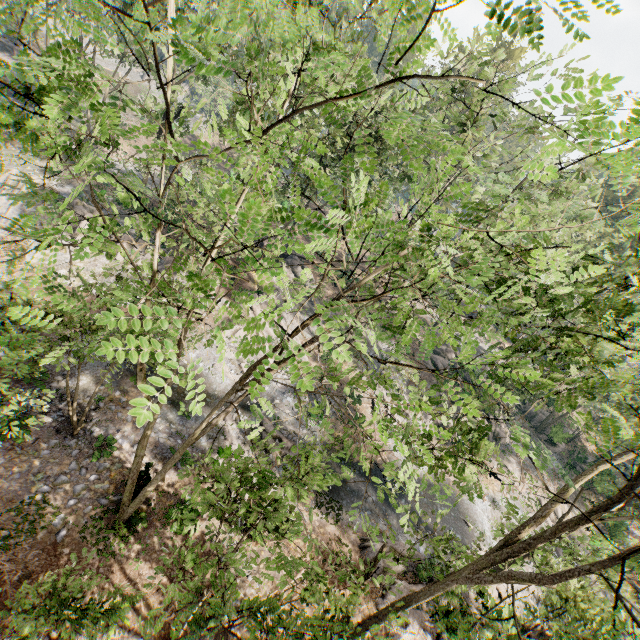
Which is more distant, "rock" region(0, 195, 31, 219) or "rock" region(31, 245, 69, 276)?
"rock" region(0, 195, 31, 219)

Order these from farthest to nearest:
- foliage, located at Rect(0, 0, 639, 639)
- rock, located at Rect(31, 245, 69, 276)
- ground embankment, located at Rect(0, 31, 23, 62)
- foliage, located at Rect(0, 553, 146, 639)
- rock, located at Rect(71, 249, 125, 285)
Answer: ground embankment, located at Rect(0, 31, 23, 62), rock, located at Rect(71, 249, 125, 285), rock, located at Rect(31, 245, 69, 276), foliage, located at Rect(0, 553, 146, 639), foliage, located at Rect(0, 0, 639, 639)

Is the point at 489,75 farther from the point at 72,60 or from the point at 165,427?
the point at 165,427

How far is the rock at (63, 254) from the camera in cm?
2258

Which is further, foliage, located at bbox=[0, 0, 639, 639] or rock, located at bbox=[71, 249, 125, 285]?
rock, located at bbox=[71, 249, 125, 285]

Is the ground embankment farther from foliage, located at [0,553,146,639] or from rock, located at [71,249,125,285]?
rock, located at [71,249,125,285]
